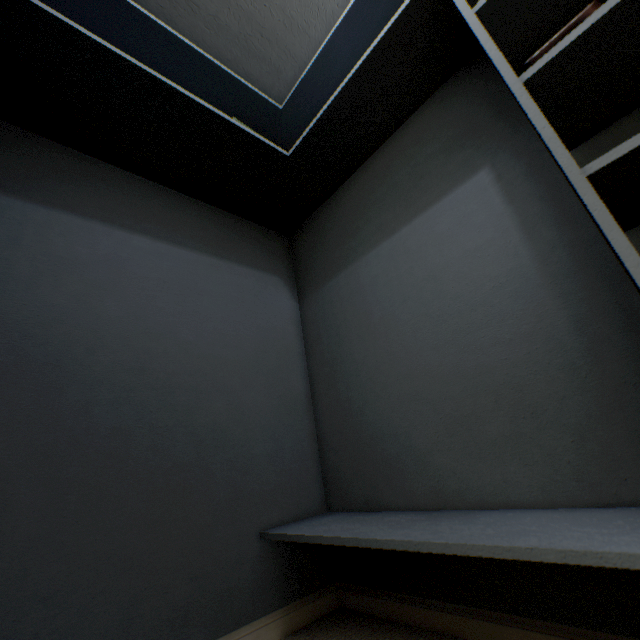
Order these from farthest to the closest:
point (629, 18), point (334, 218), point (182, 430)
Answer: point (334, 218) < point (182, 430) < point (629, 18)
